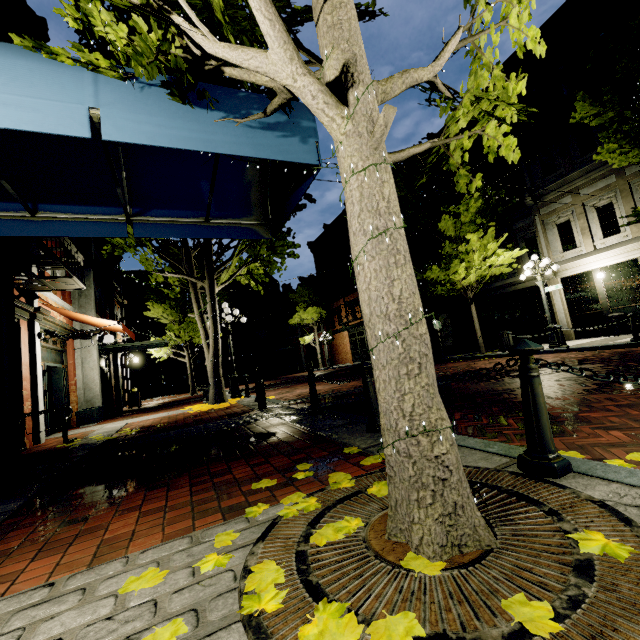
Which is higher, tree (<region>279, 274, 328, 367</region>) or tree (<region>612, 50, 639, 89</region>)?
tree (<region>612, 50, 639, 89</region>)

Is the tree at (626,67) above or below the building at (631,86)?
below

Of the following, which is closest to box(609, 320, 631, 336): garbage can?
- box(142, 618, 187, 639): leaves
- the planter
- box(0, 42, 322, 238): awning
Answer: box(0, 42, 322, 238): awning

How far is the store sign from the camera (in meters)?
15.86

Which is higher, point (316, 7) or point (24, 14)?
point (24, 14)

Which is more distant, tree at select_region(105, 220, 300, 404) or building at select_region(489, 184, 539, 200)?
building at select_region(489, 184, 539, 200)

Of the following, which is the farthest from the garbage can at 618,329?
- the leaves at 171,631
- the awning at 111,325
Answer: the awning at 111,325

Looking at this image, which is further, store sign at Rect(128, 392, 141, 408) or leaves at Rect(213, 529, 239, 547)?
store sign at Rect(128, 392, 141, 408)
